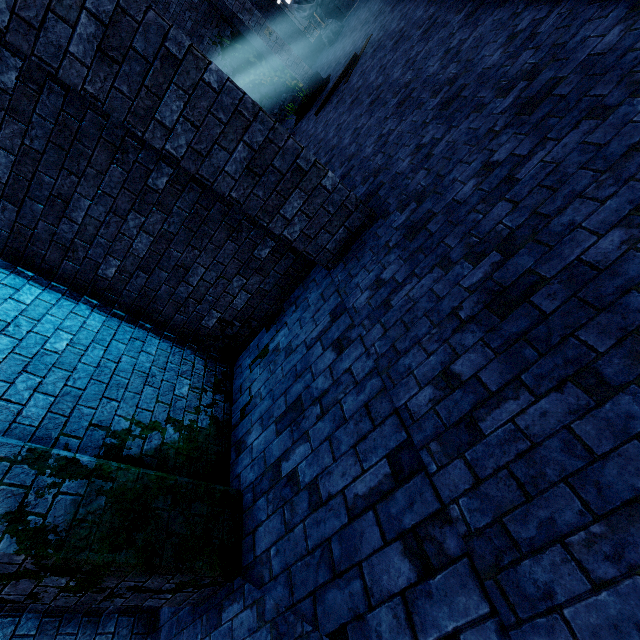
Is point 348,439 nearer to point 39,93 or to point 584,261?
point 584,261

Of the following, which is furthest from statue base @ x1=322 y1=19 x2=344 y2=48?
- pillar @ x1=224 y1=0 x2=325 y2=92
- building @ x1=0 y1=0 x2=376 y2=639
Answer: pillar @ x1=224 y1=0 x2=325 y2=92

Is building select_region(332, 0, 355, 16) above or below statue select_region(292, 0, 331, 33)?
below

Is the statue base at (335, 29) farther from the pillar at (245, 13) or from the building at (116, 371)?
the pillar at (245, 13)

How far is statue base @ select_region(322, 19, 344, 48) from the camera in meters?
15.3 m

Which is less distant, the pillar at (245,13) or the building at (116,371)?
the building at (116,371)

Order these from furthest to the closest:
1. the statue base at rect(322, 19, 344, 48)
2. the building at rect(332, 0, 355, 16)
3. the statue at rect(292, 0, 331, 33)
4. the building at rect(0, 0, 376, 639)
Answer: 1. the building at rect(332, 0, 355, 16)
2. the statue base at rect(322, 19, 344, 48)
3. the statue at rect(292, 0, 331, 33)
4. the building at rect(0, 0, 376, 639)

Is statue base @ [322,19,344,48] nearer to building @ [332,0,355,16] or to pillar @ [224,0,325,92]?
building @ [332,0,355,16]
